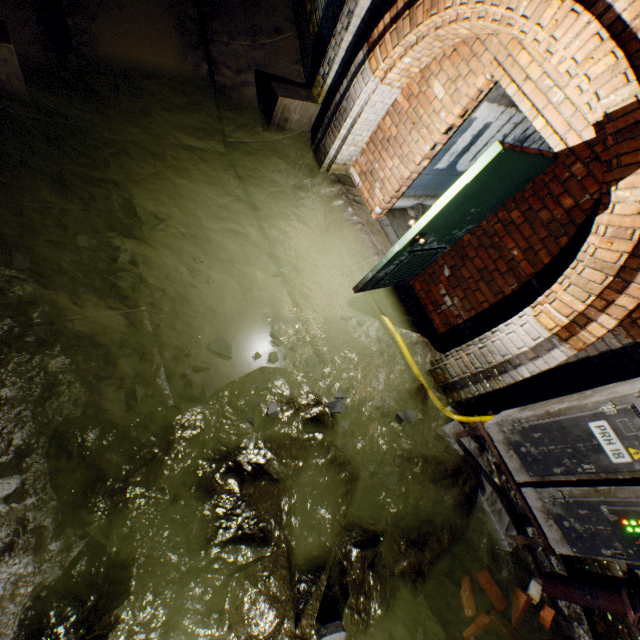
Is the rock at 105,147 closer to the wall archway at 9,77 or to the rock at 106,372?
the wall archway at 9,77

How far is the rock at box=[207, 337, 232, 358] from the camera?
A: 3.4 meters

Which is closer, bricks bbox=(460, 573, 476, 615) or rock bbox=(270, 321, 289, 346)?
bricks bbox=(460, 573, 476, 615)

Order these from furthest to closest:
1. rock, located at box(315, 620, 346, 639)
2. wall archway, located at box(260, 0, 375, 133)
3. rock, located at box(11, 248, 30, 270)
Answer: wall archway, located at box(260, 0, 375, 133) → rock, located at box(11, 248, 30, 270) → rock, located at box(315, 620, 346, 639)

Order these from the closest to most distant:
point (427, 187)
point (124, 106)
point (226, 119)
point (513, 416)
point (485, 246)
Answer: point (513, 416)
point (485, 246)
point (124, 106)
point (226, 119)
point (427, 187)

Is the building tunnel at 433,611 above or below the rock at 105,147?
above

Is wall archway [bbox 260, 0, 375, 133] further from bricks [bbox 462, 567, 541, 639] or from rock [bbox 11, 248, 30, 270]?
bricks [bbox 462, 567, 541, 639]

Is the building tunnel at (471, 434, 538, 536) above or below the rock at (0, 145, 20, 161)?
above
